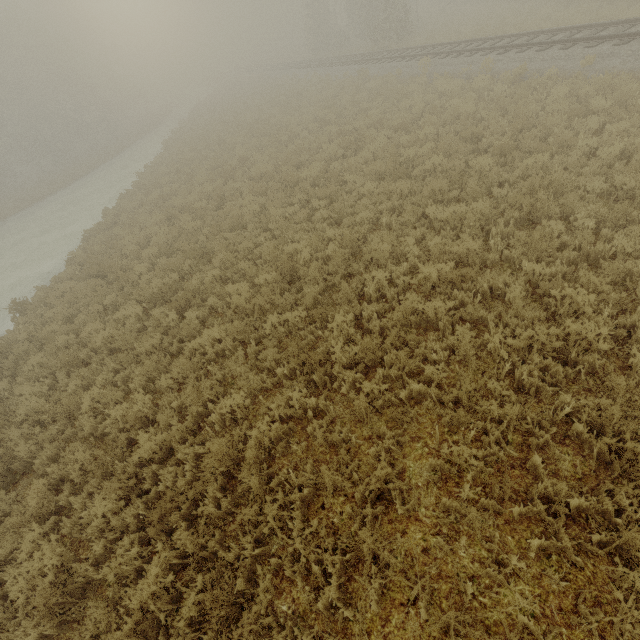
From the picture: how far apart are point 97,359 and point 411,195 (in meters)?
Result: 10.09
